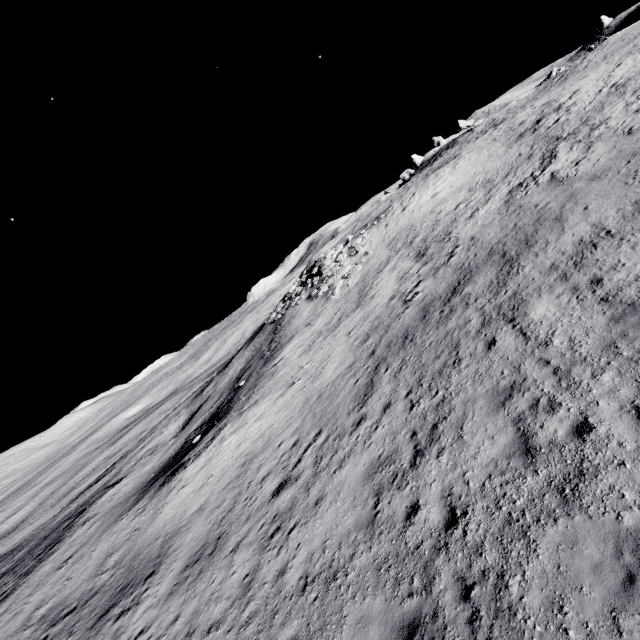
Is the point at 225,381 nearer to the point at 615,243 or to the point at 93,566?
the point at 93,566

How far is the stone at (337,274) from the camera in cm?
2710

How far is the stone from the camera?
27.1m
